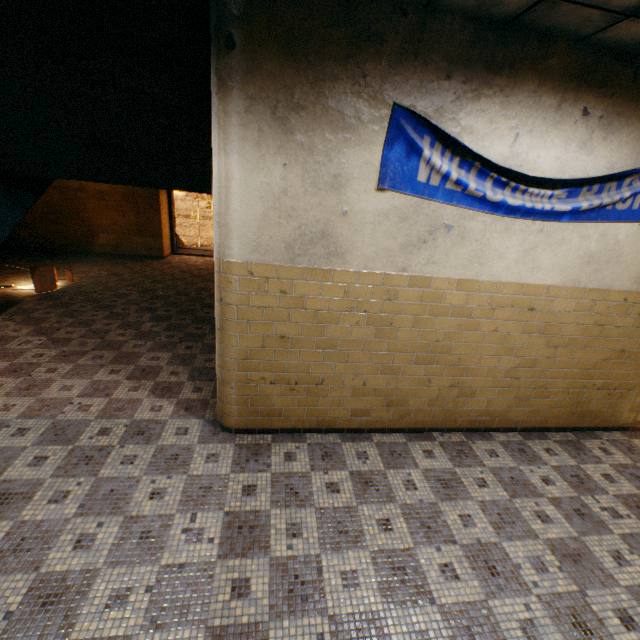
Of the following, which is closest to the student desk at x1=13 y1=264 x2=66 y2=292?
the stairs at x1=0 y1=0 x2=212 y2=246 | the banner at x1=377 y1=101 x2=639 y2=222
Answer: the stairs at x1=0 y1=0 x2=212 y2=246

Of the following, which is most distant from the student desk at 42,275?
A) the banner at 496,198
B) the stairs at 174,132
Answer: the banner at 496,198

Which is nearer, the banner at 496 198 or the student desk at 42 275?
the banner at 496 198

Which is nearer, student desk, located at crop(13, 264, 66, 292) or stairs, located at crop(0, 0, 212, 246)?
stairs, located at crop(0, 0, 212, 246)

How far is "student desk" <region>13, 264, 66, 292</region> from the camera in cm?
670

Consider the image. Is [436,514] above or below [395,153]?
below

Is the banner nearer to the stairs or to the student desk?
the stairs
